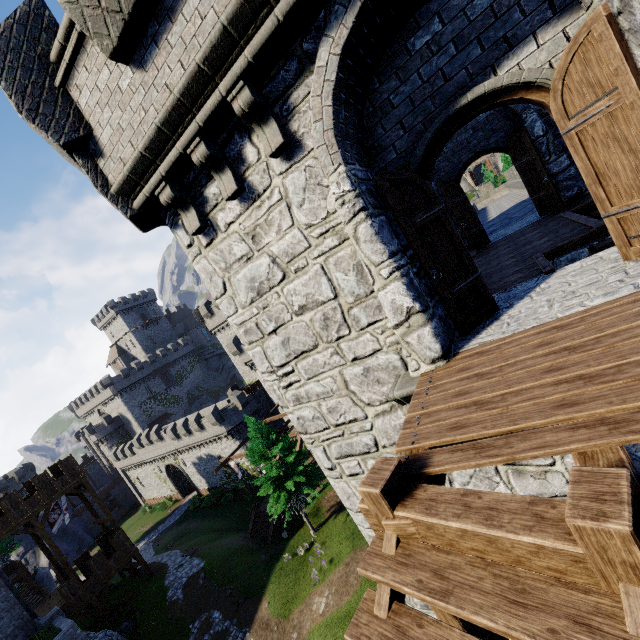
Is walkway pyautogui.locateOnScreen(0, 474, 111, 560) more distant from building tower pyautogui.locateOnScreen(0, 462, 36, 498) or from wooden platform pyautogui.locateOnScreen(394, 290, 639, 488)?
building tower pyautogui.locateOnScreen(0, 462, 36, 498)

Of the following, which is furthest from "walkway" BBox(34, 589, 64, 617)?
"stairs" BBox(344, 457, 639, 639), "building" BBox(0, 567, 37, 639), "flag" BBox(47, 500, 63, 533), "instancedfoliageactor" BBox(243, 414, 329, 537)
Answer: "stairs" BBox(344, 457, 639, 639)

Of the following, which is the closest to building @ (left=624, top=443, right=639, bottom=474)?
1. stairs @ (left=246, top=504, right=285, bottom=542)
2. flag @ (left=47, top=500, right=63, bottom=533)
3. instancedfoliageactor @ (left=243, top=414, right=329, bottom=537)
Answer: instancedfoliageactor @ (left=243, top=414, right=329, bottom=537)

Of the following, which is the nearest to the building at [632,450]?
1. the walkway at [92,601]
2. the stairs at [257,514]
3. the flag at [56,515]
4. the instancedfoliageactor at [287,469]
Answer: the instancedfoliageactor at [287,469]

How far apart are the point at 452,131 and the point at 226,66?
3.1 meters

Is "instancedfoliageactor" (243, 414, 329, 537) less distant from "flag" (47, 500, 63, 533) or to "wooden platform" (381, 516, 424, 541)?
"flag" (47, 500, 63, 533)

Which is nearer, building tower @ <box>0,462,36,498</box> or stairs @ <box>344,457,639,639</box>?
stairs @ <box>344,457,639,639</box>

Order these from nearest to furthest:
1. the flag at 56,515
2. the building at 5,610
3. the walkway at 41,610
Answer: the building at 5,610
the flag at 56,515
the walkway at 41,610
